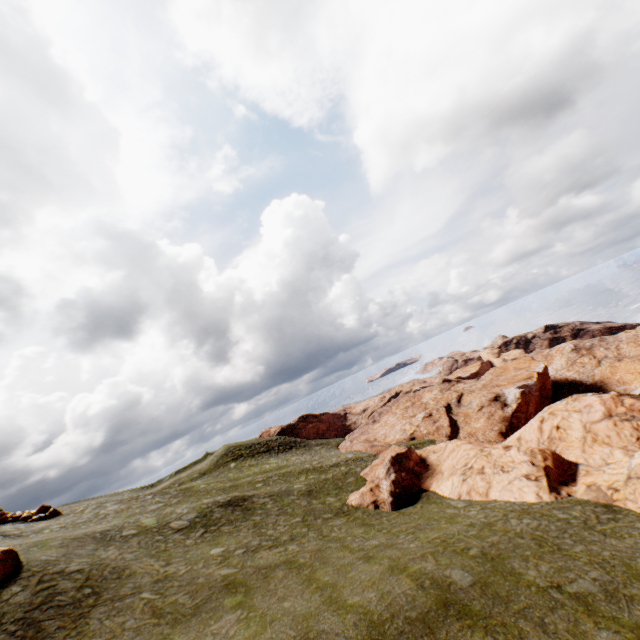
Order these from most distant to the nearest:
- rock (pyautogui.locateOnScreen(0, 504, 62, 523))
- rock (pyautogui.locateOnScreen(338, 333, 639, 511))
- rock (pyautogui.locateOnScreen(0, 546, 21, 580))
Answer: rock (pyautogui.locateOnScreen(0, 504, 62, 523)) → rock (pyautogui.locateOnScreen(338, 333, 639, 511)) → rock (pyautogui.locateOnScreen(0, 546, 21, 580))

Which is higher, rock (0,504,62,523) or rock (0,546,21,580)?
rock (0,504,62,523)

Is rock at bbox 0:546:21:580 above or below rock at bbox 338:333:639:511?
above

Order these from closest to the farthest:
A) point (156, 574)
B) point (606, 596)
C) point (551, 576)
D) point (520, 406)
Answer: point (606, 596), point (551, 576), point (156, 574), point (520, 406)

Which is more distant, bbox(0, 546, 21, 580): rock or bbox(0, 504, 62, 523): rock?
bbox(0, 504, 62, 523): rock

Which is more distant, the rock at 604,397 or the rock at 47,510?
the rock at 47,510

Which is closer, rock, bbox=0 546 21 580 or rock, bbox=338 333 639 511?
rock, bbox=0 546 21 580

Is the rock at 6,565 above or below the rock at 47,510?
below
